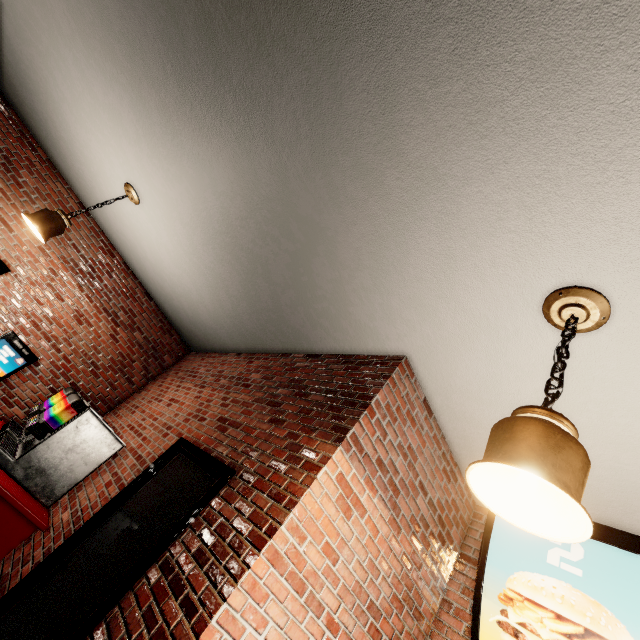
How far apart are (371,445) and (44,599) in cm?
238
